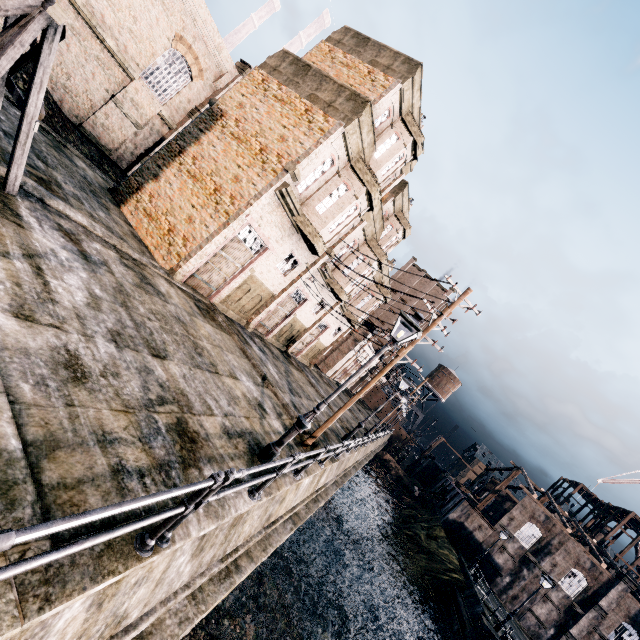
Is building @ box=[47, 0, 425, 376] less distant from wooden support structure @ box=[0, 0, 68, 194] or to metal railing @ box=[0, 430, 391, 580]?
wooden support structure @ box=[0, 0, 68, 194]

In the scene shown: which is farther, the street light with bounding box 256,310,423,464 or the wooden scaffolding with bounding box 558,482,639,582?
the wooden scaffolding with bounding box 558,482,639,582

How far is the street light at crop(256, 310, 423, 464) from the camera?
8.54m

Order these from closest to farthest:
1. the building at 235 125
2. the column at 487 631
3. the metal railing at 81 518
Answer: the metal railing at 81 518, the building at 235 125, the column at 487 631

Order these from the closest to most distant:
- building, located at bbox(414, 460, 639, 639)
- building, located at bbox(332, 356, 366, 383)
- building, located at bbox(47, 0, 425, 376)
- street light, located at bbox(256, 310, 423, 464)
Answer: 1. street light, located at bbox(256, 310, 423, 464)
2. building, located at bbox(47, 0, 425, 376)
3. building, located at bbox(414, 460, 639, 639)
4. building, located at bbox(332, 356, 366, 383)

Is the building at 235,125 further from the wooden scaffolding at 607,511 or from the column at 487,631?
the wooden scaffolding at 607,511

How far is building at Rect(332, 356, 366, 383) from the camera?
51.5 meters

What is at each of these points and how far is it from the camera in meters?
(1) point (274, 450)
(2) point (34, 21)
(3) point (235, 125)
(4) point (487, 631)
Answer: (1) street light, 8.5
(2) wooden support structure, 6.3
(3) building, 16.8
(4) column, 23.0
